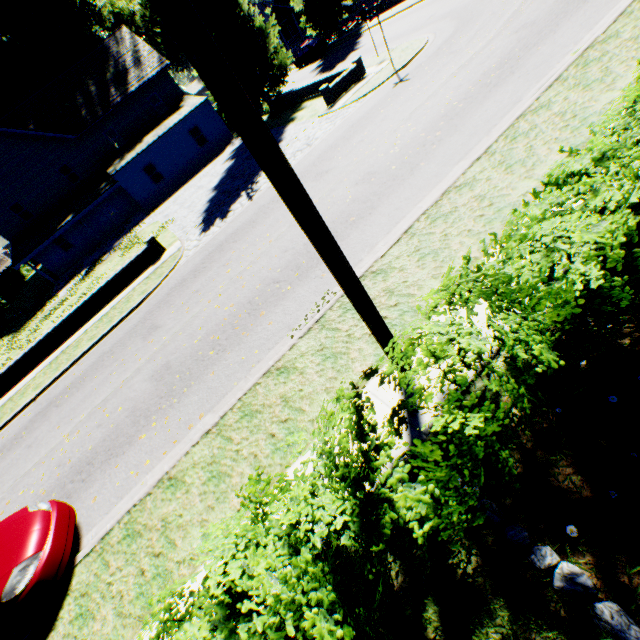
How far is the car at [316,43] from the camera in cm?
3359

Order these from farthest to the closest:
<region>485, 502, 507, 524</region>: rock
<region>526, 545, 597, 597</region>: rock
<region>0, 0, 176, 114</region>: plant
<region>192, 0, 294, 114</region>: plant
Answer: <region>0, 0, 176, 114</region>: plant, <region>192, 0, 294, 114</region>: plant, <region>485, 502, 507, 524</region>: rock, <region>526, 545, 597, 597</region>: rock

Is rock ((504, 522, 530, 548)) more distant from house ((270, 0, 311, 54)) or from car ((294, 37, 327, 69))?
car ((294, 37, 327, 69))

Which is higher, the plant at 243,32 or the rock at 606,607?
the plant at 243,32

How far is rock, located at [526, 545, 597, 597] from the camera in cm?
256

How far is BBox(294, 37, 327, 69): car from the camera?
33.59m

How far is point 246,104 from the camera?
2.3m

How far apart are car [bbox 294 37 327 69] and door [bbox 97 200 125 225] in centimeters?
2554cm
